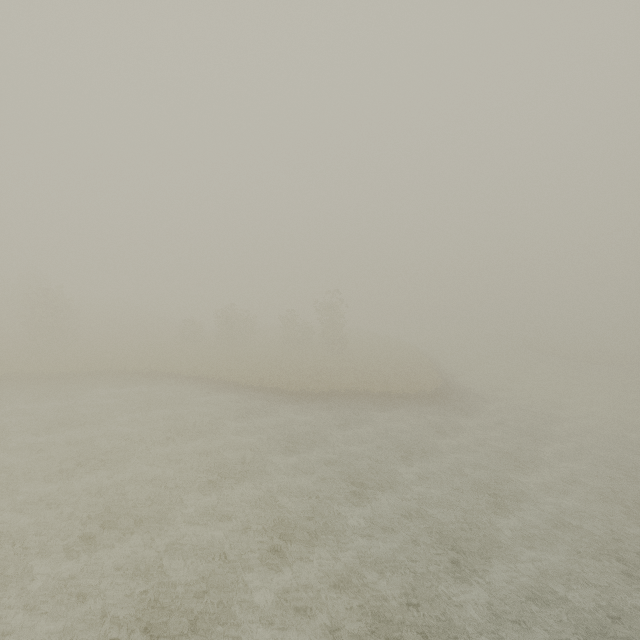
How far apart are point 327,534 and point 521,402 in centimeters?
2641cm
